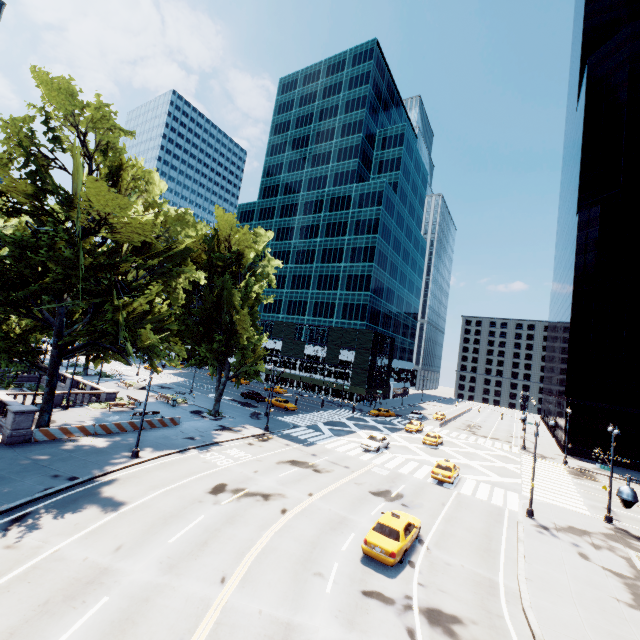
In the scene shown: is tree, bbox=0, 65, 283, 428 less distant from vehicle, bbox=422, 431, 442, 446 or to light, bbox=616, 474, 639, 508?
light, bbox=616, 474, 639, 508

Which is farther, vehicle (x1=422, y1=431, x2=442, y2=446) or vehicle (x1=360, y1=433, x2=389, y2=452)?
vehicle (x1=422, y1=431, x2=442, y2=446)

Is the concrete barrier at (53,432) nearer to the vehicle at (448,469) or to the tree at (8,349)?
the tree at (8,349)

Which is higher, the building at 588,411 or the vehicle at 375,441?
the building at 588,411

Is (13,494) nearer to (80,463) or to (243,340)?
(80,463)

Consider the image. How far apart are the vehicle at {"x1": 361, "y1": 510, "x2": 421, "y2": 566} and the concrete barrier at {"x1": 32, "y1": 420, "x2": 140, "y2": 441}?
23.06m

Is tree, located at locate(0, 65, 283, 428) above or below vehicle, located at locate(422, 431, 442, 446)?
above

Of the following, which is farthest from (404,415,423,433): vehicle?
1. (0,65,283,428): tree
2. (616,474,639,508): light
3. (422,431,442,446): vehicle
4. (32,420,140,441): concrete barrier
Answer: (616,474,639,508): light
